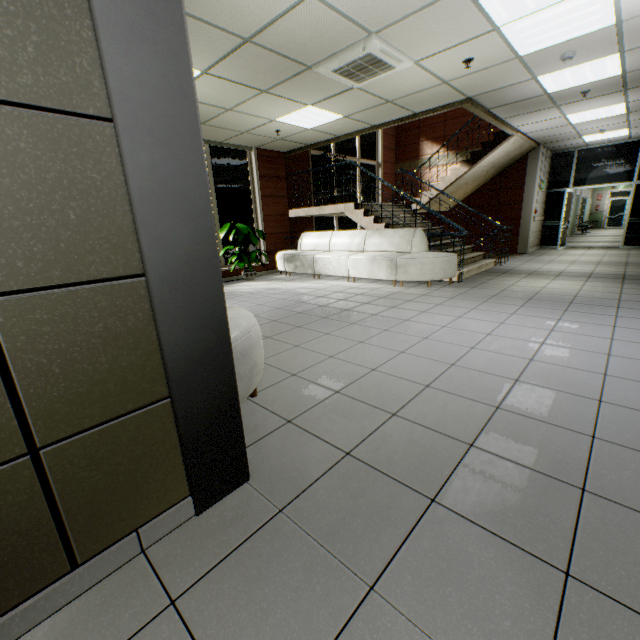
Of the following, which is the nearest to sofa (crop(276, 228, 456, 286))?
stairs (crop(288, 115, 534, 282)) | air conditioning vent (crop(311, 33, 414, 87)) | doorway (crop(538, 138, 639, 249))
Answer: stairs (crop(288, 115, 534, 282))

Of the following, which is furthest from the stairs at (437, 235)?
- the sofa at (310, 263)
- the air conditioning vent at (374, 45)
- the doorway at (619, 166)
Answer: the air conditioning vent at (374, 45)

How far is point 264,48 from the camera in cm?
→ 380

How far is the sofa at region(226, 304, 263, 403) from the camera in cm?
205

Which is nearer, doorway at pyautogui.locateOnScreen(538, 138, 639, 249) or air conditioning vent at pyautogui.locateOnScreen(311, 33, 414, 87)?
air conditioning vent at pyautogui.locateOnScreen(311, 33, 414, 87)

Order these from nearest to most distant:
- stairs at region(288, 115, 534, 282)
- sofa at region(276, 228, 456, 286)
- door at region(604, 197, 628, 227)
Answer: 1. sofa at region(276, 228, 456, 286)
2. stairs at region(288, 115, 534, 282)
3. door at region(604, 197, 628, 227)

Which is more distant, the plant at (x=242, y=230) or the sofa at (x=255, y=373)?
the plant at (x=242, y=230)

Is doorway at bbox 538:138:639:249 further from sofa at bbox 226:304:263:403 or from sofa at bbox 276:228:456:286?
sofa at bbox 226:304:263:403
